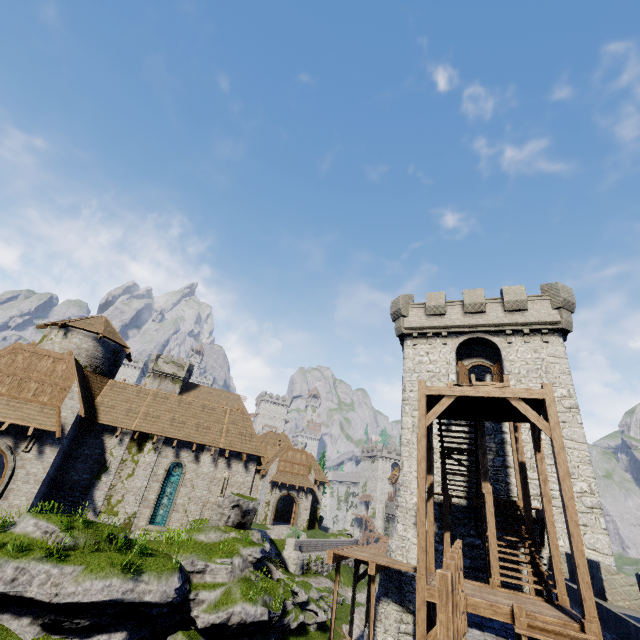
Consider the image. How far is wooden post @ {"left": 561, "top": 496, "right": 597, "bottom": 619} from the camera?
7.7m

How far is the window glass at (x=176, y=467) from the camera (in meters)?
20.97

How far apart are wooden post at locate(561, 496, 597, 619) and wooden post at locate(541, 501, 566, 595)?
2.6 meters

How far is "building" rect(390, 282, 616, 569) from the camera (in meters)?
16.33

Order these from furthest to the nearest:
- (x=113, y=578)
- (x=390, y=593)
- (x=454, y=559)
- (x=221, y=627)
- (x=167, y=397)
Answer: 1. (x=167, y=397)
2. (x=390, y=593)
3. (x=221, y=627)
4. (x=113, y=578)
5. (x=454, y=559)

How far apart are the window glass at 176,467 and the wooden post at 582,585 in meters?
21.9 m

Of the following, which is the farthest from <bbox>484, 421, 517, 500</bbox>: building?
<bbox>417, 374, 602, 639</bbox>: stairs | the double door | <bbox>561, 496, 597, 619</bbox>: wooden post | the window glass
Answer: the double door

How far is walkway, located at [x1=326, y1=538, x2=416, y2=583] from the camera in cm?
1531
